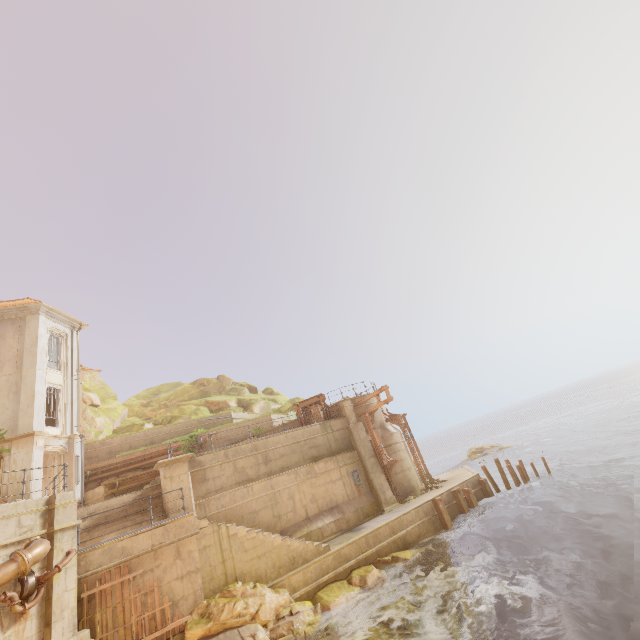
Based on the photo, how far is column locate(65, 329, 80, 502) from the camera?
19.0m

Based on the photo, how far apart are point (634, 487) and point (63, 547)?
25.0m

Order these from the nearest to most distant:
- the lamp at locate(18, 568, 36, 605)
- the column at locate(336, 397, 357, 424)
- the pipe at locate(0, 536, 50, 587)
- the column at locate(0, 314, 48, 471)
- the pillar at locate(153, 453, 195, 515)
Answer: the pipe at locate(0, 536, 50, 587) < the lamp at locate(18, 568, 36, 605) < the pillar at locate(153, 453, 195, 515) < the column at locate(0, 314, 48, 471) < the column at locate(336, 397, 357, 424)

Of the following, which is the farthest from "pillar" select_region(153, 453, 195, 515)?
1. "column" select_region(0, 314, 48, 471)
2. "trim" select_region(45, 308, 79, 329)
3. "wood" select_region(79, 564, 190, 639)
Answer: "trim" select_region(45, 308, 79, 329)

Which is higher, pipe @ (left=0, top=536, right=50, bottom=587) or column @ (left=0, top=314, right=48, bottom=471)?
column @ (left=0, top=314, right=48, bottom=471)

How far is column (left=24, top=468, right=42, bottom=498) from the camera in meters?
16.4

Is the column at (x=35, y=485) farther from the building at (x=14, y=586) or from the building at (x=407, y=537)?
the building at (x=407, y=537)

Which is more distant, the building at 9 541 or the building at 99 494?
the building at 99 494
